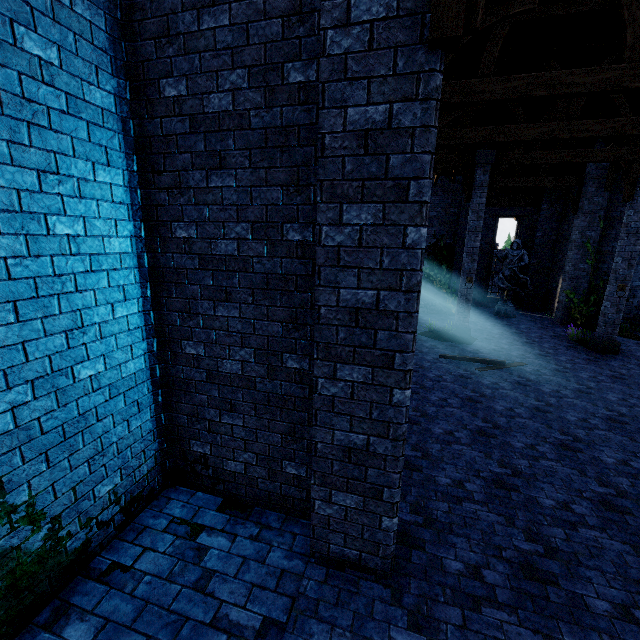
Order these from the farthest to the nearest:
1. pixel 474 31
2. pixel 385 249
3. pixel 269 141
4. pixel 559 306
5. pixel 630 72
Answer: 1. pixel 559 306
2. pixel 630 72
3. pixel 269 141
4. pixel 385 249
5. pixel 474 31

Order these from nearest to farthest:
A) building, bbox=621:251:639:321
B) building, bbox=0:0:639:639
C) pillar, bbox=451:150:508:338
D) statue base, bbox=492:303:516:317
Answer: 1. building, bbox=0:0:639:639
2. pillar, bbox=451:150:508:338
3. building, bbox=621:251:639:321
4. statue base, bbox=492:303:516:317

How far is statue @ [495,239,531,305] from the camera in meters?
16.6 m

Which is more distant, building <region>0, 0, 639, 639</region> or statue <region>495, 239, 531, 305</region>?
statue <region>495, 239, 531, 305</region>

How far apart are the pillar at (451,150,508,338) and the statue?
5.1m

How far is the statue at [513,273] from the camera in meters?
16.6

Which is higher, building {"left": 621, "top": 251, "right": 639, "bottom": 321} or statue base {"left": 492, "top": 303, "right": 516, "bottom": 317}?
building {"left": 621, "top": 251, "right": 639, "bottom": 321}

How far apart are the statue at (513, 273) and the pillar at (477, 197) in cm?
515
